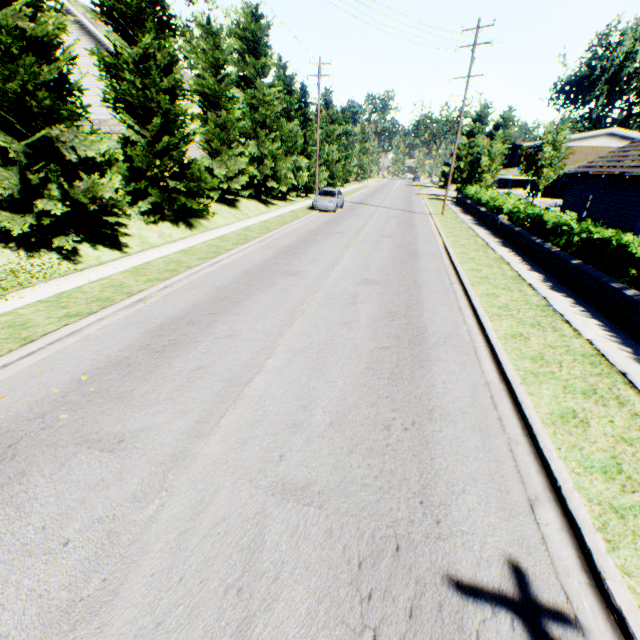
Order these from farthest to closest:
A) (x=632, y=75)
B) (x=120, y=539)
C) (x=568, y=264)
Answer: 1. (x=632, y=75)
2. (x=568, y=264)
3. (x=120, y=539)

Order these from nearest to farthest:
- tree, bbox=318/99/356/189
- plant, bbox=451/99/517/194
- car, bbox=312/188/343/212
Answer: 1. car, bbox=312/188/343/212
2. plant, bbox=451/99/517/194
3. tree, bbox=318/99/356/189

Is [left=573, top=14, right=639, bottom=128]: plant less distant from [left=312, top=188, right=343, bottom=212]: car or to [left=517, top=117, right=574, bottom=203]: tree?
[left=517, top=117, right=574, bottom=203]: tree

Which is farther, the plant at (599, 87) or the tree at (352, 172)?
the plant at (599, 87)

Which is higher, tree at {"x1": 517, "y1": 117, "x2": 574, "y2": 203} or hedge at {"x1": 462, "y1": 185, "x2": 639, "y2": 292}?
tree at {"x1": 517, "y1": 117, "x2": 574, "y2": 203}

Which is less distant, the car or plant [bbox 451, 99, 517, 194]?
the car

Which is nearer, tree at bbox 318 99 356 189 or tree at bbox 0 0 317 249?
tree at bbox 0 0 317 249

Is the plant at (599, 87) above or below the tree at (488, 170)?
above
